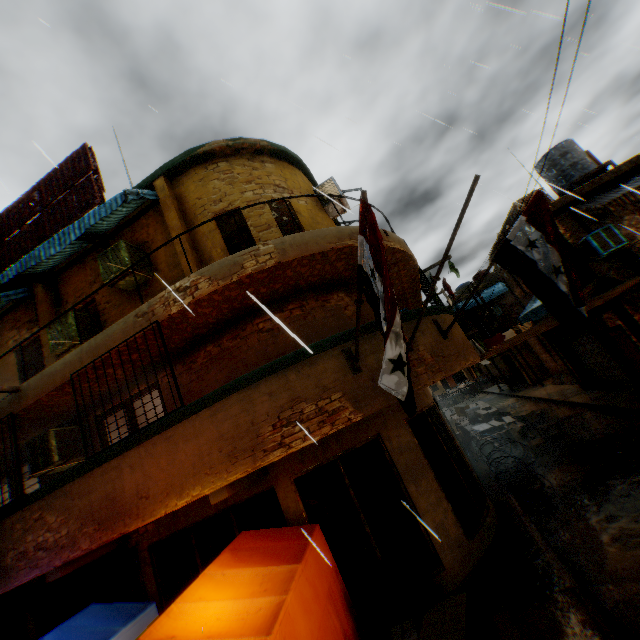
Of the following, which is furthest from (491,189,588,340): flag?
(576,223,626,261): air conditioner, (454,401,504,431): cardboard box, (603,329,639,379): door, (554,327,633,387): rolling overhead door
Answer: (454,401,504,431): cardboard box

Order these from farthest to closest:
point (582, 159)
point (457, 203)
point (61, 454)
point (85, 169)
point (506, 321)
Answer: point (506, 321), point (582, 159), point (85, 169), point (457, 203), point (61, 454)

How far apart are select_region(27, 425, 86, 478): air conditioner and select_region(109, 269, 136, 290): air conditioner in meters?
2.7 m

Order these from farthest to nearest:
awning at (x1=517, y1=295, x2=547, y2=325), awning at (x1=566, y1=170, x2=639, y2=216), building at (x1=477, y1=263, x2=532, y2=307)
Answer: building at (x1=477, y1=263, x2=532, y2=307) → awning at (x1=517, y1=295, x2=547, y2=325) → awning at (x1=566, y1=170, x2=639, y2=216)

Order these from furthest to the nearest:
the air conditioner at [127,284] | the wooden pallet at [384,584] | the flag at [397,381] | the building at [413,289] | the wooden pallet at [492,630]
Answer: the air conditioner at [127,284]
the building at [413,289]
the wooden pallet at [384,584]
the wooden pallet at [492,630]
the flag at [397,381]

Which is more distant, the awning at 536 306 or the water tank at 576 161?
the water tank at 576 161

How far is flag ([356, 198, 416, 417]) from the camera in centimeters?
304cm

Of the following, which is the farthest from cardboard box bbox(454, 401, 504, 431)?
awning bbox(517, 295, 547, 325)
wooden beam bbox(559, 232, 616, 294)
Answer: awning bbox(517, 295, 547, 325)
